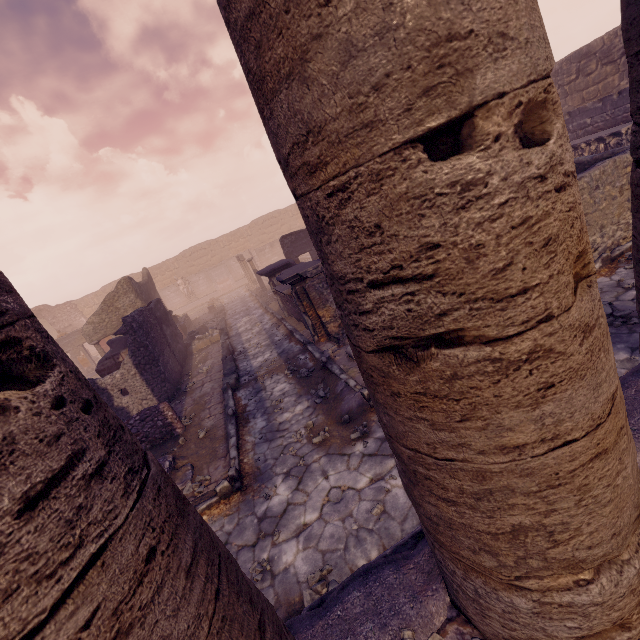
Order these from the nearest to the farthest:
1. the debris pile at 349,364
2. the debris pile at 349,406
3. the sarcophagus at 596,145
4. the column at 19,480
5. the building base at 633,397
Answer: the column at 19,480
the building base at 633,397
the debris pile at 349,406
the debris pile at 349,364
the sarcophagus at 596,145

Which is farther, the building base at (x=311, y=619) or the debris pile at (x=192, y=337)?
the debris pile at (x=192, y=337)

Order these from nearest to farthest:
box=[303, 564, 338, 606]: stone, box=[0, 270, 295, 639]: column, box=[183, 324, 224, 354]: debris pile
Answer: box=[0, 270, 295, 639]: column → box=[303, 564, 338, 606]: stone → box=[183, 324, 224, 354]: debris pile

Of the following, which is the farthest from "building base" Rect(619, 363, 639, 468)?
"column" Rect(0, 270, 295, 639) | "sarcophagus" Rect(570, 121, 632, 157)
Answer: "sarcophagus" Rect(570, 121, 632, 157)

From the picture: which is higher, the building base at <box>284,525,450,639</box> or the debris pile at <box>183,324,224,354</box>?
the building base at <box>284,525,450,639</box>

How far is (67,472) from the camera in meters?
0.8

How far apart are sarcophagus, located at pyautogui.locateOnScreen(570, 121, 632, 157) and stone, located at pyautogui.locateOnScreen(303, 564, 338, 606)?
14.8 meters

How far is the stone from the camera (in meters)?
3.30
